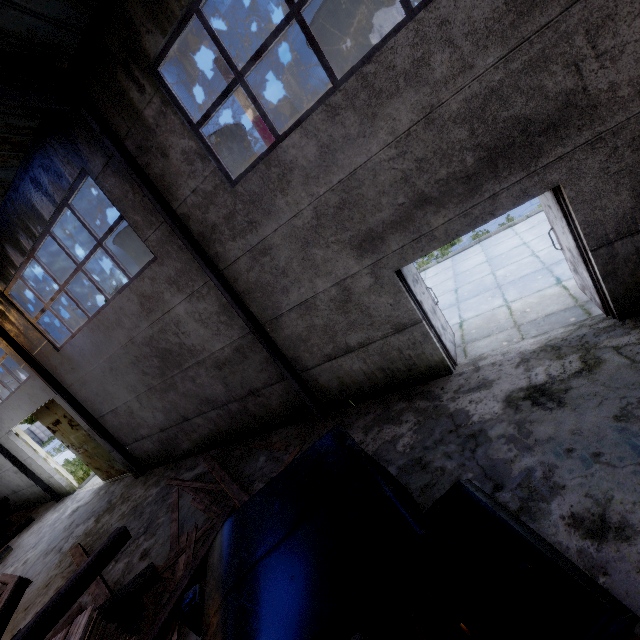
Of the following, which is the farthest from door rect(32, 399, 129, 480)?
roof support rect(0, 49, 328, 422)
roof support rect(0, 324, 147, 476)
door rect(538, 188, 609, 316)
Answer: door rect(538, 188, 609, 316)

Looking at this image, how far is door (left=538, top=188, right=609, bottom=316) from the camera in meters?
4.4

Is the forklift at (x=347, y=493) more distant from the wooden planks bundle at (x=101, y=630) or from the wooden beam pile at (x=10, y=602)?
the wooden beam pile at (x=10, y=602)

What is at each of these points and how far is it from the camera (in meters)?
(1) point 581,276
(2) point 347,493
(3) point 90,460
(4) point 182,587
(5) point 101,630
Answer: (1) door, 5.09
(2) forklift, 1.58
(3) door, 12.76
(4) wooden beam pile, 4.86
(5) wooden planks bundle, 2.57

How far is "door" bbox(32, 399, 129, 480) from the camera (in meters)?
11.70

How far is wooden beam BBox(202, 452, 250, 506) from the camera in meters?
6.0 m

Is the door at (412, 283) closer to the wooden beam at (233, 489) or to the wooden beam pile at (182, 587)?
the wooden beam at (233, 489)

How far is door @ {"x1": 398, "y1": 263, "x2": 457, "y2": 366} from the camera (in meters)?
5.59
